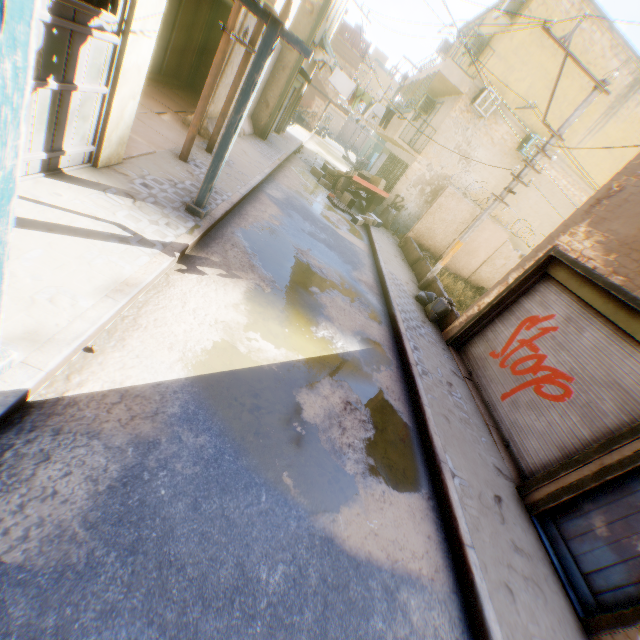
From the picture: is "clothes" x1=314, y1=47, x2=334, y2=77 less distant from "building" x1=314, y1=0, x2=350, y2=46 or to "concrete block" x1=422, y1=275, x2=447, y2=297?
"building" x1=314, y1=0, x2=350, y2=46

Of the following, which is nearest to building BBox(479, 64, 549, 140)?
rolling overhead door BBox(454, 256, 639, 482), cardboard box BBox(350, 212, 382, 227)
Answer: rolling overhead door BBox(454, 256, 639, 482)

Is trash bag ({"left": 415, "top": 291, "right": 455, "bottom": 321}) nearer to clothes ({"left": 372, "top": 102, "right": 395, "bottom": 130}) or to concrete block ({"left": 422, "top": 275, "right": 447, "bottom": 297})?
concrete block ({"left": 422, "top": 275, "right": 447, "bottom": 297})

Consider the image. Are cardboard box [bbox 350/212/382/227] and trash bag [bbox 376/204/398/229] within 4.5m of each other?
yes

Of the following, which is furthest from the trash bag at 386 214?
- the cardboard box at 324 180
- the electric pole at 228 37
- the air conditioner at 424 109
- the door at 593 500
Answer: the door at 593 500

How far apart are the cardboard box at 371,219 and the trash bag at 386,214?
0.25m

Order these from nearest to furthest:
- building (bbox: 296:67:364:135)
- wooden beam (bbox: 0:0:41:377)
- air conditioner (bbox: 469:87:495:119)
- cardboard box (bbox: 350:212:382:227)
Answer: wooden beam (bbox: 0:0:41:377), air conditioner (bbox: 469:87:495:119), cardboard box (bbox: 350:212:382:227), building (bbox: 296:67:364:135)

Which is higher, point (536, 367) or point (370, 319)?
point (536, 367)
